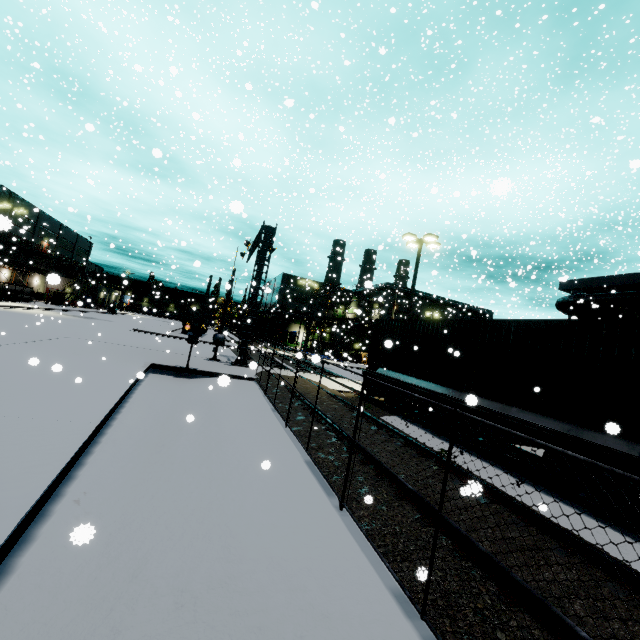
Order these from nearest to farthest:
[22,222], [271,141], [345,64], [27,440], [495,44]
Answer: Result:
1. [27,440]
2. [345,64]
3. [495,44]
4. [271,141]
5. [22,222]

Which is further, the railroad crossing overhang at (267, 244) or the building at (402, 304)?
the building at (402, 304)

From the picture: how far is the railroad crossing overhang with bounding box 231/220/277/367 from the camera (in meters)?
19.33

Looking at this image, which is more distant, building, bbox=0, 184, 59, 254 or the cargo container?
building, bbox=0, 184, 59, 254

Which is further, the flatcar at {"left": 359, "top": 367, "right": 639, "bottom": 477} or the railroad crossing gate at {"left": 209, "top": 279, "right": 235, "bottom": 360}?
the railroad crossing gate at {"left": 209, "top": 279, "right": 235, "bottom": 360}

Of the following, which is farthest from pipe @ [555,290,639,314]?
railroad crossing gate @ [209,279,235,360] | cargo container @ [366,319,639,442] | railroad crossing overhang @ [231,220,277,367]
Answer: railroad crossing gate @ [209,279,235,360]

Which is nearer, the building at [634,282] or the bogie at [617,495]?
the bogie at [617,495]

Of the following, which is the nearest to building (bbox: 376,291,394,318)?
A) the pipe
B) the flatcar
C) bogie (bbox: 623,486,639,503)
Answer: the pipe
